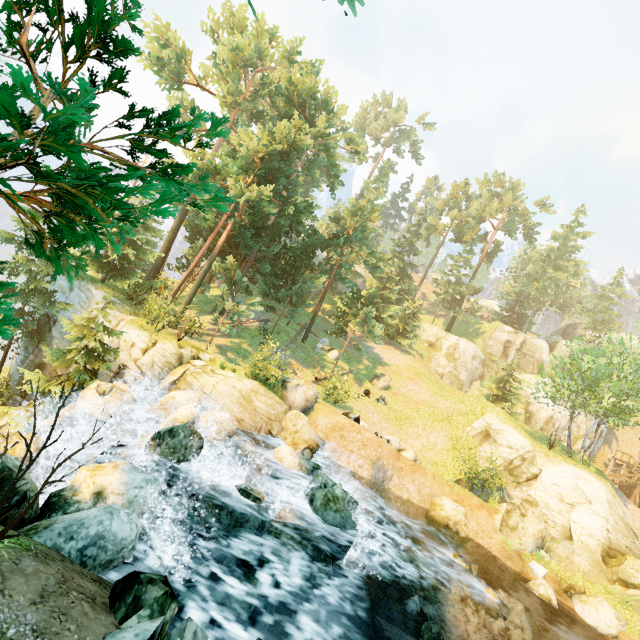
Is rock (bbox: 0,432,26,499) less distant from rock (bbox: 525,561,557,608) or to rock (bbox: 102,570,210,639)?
rock (bbox: 102,570,210,639)

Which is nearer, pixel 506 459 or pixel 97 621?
pixel 97 621

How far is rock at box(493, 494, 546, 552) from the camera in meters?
15.8 m

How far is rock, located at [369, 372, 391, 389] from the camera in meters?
Answer: 28.4

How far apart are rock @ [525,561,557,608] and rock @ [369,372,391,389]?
15.5m

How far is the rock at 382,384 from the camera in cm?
2841

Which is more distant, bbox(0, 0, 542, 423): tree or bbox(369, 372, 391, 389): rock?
bbox(369, 372, 391, 389): rock

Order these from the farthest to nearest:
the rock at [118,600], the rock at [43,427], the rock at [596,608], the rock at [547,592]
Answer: the rock at [547,592] < the rock at [596,608] < the rock at [43,427] < the rock at [118,600]
